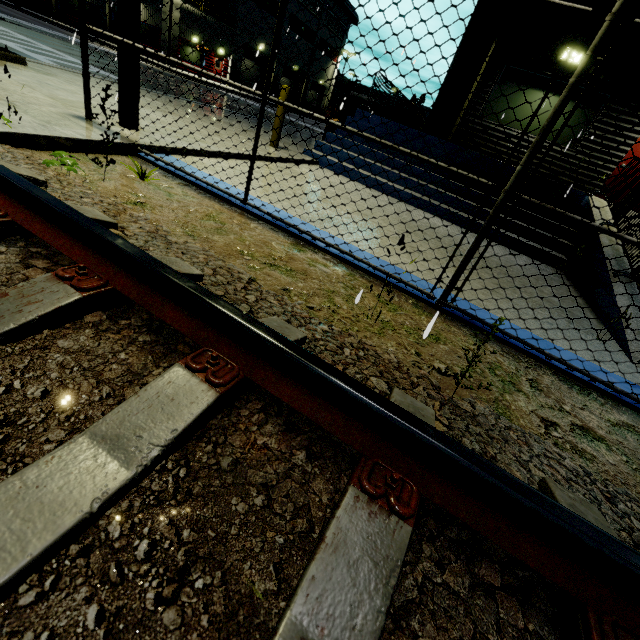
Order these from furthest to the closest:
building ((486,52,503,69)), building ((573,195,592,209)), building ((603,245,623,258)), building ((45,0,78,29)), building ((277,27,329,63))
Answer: building ((277,27,329,63)) → building ((45,0,78,29)) → building ((486,52,503,69)) → building ((573,195,592,209)) → building ((603,245,623,258))

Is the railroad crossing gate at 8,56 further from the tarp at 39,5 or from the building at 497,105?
the tarp at 39,5

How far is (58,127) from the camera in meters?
3.4 m

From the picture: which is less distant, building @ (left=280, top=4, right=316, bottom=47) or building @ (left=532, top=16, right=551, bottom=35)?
building @ (left=532, top=16, right=551, bottom=35)

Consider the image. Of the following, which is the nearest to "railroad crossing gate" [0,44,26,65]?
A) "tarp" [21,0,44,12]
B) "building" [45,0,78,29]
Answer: "building" [45,0,78,29]

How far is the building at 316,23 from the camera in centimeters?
4272cm
